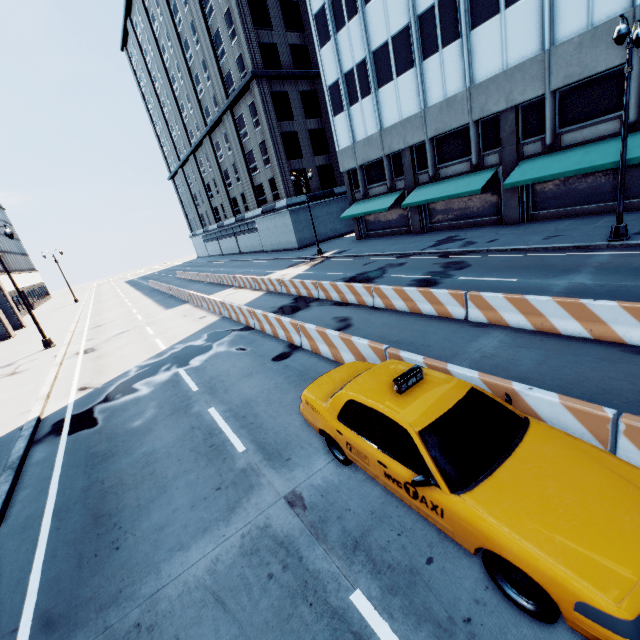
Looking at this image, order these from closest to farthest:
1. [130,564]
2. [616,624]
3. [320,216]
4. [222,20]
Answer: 1. [616,624]
2. [130,564]
3. [222,20]
4. [320,216]

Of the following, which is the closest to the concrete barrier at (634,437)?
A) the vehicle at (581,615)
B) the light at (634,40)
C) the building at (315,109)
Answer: the vehicle at (581,615)

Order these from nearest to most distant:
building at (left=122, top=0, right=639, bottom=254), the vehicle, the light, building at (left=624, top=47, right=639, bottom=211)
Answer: the vehicle
the light
building at (left=624, top=47, right=639, bottom=211)
building at (left=122, top=0, right=639, bottom=254)

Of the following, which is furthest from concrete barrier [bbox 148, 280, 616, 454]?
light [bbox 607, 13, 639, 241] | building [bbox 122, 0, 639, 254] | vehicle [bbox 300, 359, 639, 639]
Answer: building [bbox 122, 0, 639, 254]

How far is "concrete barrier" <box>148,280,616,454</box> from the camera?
4.3 meters

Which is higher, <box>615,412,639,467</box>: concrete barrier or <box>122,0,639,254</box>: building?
<box>122,0,639,254</box>: building

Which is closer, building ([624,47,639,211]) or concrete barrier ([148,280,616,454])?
concrete barrier ([148,280,616,454])
